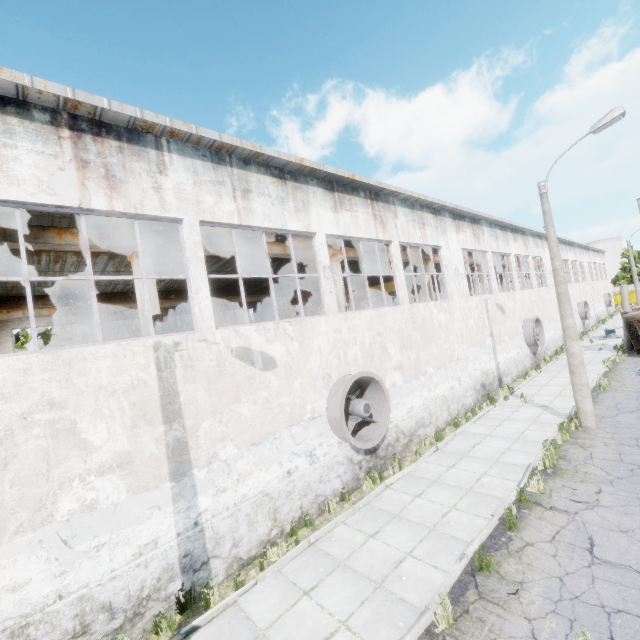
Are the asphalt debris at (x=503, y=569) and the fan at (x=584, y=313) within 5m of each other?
no

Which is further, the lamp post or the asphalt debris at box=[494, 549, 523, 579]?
the lamp post

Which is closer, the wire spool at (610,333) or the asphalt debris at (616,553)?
the asphalt debris at (616,553)

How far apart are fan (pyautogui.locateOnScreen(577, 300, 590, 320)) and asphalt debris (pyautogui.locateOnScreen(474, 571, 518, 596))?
36.4m

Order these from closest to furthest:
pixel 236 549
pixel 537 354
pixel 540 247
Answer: pixel 236 549 → pixel 537 354 → pixel 540 247

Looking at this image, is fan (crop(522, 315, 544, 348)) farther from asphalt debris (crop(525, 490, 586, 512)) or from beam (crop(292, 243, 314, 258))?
asphalt debris (crop(525, 490, 586, 512))

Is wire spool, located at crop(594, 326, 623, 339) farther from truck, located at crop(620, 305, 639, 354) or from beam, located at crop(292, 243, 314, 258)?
beam, located at crop(292, 243, 314, 258)

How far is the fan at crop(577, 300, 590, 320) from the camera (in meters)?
32.94
